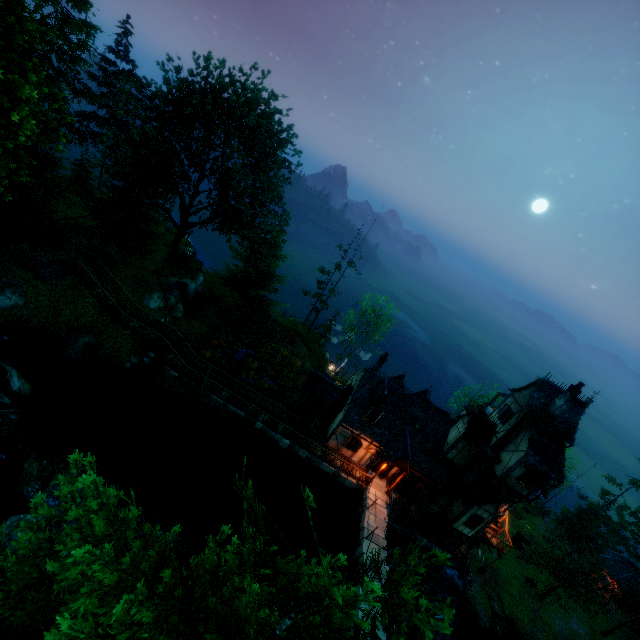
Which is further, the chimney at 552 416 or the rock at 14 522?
the chimney at 552 416

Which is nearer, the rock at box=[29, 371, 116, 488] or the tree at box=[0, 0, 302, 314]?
the tree at box=[0, 0, 302, 314]

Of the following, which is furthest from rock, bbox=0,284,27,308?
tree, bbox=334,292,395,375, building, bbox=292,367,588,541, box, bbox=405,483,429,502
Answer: box, bbox=405,483,429,502

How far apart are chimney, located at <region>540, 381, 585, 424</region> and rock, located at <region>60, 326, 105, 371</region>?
31.53m

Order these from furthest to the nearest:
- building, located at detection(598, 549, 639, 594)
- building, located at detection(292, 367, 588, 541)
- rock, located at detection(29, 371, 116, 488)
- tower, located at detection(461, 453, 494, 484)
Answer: building, located at detection(598, 549, 639, 594) → tower, located at detection(461, 453, 494, 484) → building, located at detection(292, 367, 588, 541) → rock, located at detection(29, 371, 116, 488)

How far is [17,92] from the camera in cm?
902

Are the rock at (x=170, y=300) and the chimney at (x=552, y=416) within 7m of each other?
no

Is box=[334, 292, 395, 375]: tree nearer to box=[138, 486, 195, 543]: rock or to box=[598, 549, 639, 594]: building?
box=[138, 486, 195, 543]: rock
